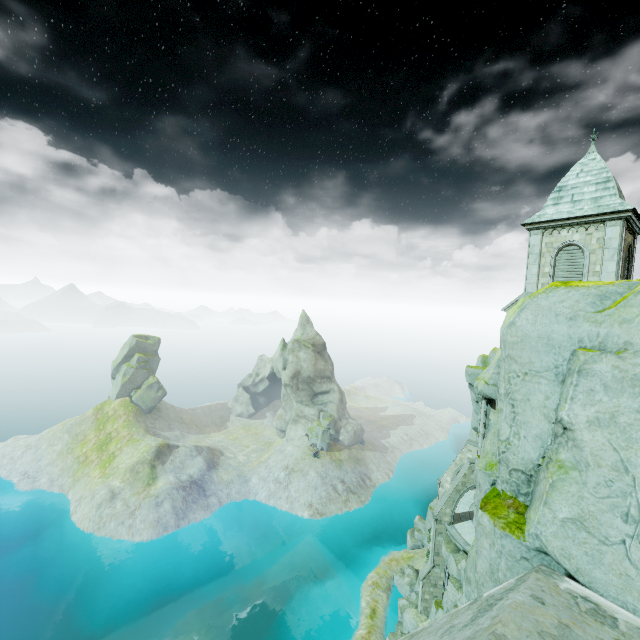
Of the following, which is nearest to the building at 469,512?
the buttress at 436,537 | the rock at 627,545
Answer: the buttress at 436,537

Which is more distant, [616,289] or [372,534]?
[372,534]

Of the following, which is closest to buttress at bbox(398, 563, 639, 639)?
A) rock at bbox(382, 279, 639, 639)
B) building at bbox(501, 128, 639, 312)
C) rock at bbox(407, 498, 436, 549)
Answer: rock at bbox(382, 279, 639, 639)

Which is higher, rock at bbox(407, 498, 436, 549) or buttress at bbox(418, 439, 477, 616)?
buttress at bbox(418, 439, 477, 616)

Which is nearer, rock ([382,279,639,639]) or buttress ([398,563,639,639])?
buttress ([398,563,639,639])

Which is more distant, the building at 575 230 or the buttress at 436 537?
the buttress at 436 537

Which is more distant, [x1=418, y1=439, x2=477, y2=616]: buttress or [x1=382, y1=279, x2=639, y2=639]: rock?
[x1=418, y1=439, x2=477, y2=616]: buttress

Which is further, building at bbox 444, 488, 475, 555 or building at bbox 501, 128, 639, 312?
building at bbox 444, 488, 475, 555
